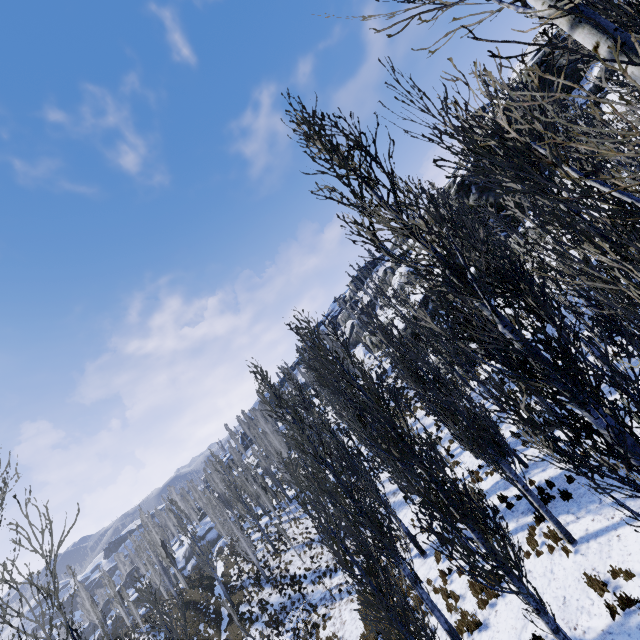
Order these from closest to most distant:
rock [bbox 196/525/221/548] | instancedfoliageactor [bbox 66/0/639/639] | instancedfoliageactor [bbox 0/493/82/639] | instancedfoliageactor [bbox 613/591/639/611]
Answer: instancedfoliageactor [bbox 66/0/639/639], instancedfoliageactor [bbox 0/493/82/639], instancedfoliageactor [bbox 613/591/639/611], rock [bbox 196/525/221/548]

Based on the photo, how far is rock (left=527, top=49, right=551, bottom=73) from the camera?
31.5m

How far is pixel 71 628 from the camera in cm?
316

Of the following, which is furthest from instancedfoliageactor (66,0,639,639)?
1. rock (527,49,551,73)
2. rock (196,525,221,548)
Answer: rock (527,49,551,73)

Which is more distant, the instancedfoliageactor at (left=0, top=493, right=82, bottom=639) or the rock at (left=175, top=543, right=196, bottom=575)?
the rock at (left=175, top=543, right=196, bottom=575)

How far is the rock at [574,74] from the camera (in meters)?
29.66

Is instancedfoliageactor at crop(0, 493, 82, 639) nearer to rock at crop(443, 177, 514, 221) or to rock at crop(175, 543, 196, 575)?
rock at crop(175, 543, 196, 575)

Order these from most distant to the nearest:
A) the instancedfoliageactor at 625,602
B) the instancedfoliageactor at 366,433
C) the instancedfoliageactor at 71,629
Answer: the instancedfoliageactor at 625,602 → the instancedfoliageactor at 71,629 → the instancedfoliageactor at 366,433
